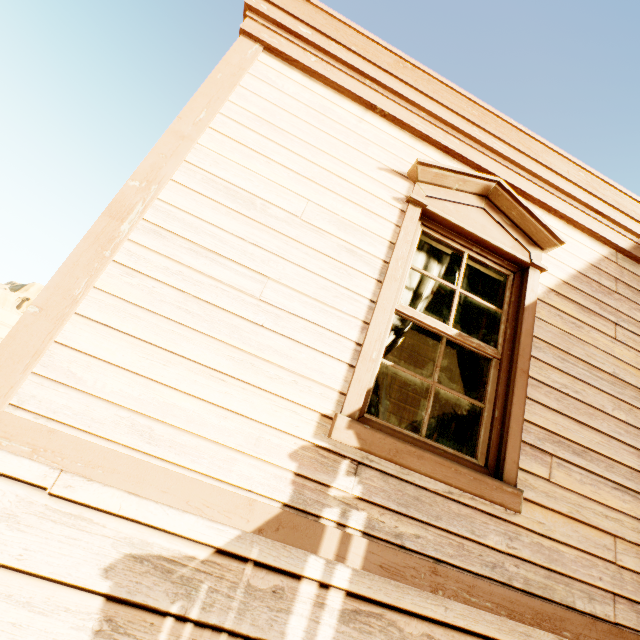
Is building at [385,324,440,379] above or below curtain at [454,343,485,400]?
above

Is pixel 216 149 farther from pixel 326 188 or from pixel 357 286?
pixel 357 286

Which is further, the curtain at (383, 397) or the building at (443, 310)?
the building at (443, 310)

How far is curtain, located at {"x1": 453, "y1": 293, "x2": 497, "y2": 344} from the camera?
2.6m

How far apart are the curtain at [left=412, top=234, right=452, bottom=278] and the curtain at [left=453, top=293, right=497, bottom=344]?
0.1 meters

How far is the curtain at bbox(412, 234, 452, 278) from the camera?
2.6m

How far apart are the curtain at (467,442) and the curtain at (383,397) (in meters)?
0.14
